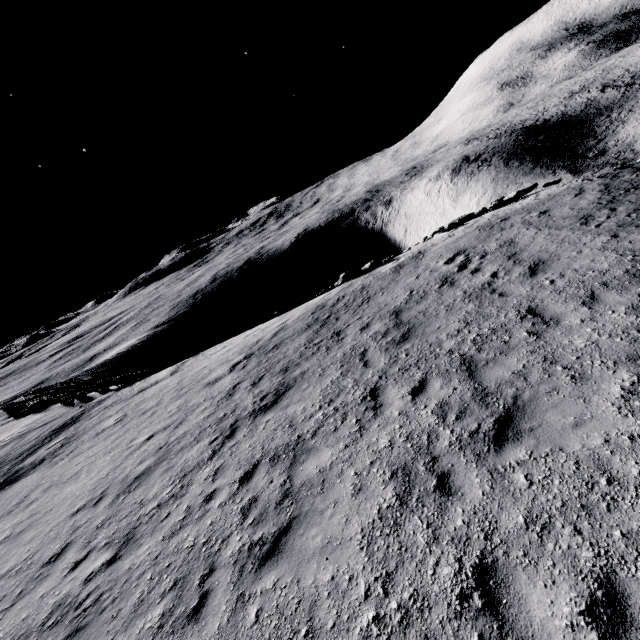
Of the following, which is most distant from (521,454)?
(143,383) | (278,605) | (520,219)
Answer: (143,383)
